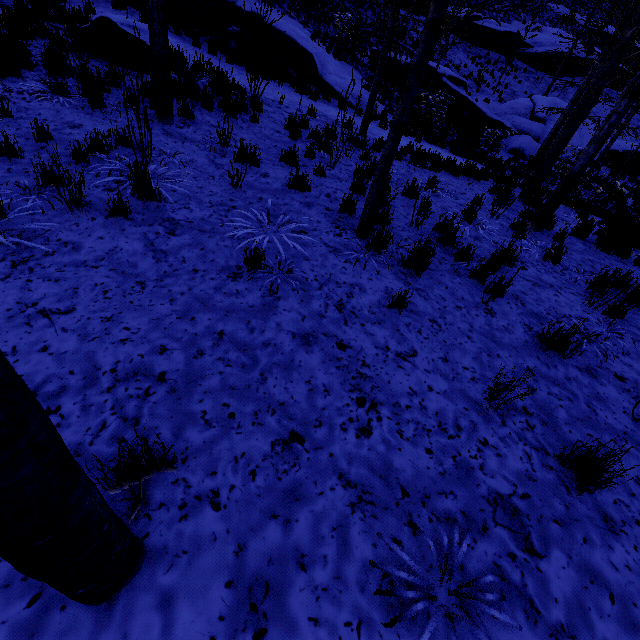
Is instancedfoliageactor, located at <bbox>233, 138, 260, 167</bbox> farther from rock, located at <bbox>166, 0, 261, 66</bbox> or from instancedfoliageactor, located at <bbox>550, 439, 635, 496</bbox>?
rock, located at <bbox>166, 0, 261, 66</bbox>

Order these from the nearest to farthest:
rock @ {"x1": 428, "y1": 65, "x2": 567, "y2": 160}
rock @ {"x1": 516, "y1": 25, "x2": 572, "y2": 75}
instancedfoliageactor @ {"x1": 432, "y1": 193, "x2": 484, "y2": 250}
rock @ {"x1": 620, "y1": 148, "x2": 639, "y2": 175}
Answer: instancedfoliageactor @ {"x1": 432, "y1": 193, "x2": 484, "y2": 250} < rock @ {"x1": 428, "y1": 65, "x2": 567, "y2": 160} < rock @ {"x1": 620, "y1": 148, "x2": 639, "y2": 175} < rock @ {"x1": 516, "y1": 25, "x2": 572, "y2": 75}

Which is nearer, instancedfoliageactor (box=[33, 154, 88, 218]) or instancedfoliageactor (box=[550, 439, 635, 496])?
instancedfoliageactor (box=[550, 439, 635, 496])

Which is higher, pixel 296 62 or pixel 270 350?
pixel 296 62

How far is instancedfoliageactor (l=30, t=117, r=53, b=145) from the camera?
4.4 meters

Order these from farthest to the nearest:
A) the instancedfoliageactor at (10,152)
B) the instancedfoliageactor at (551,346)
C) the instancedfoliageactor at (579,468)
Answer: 1. the instancedfoliageactor at (10,152)
2. the instancedfoliageactor at (551,346)
3. the instancedfoliageactor at (579,468)

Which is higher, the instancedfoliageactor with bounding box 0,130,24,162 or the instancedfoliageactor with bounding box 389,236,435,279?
the instancedfoliageactor with bounding box 389,236,435,279

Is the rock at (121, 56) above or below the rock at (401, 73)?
below
